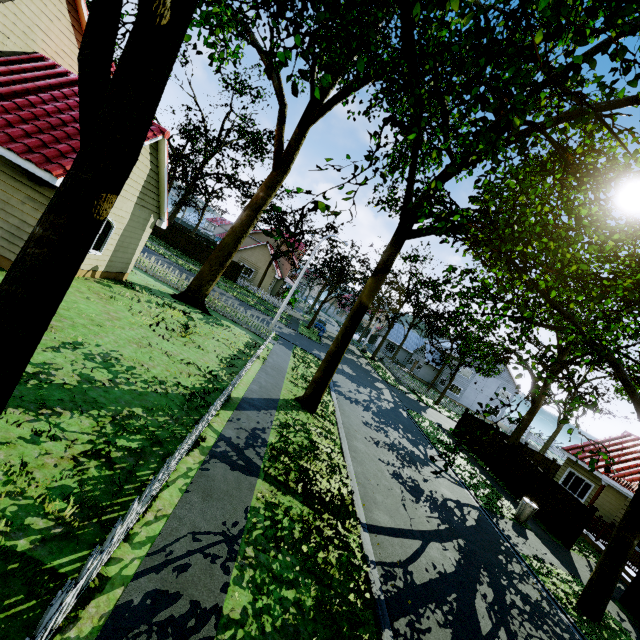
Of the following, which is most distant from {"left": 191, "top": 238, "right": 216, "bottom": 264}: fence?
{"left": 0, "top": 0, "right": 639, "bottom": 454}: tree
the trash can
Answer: the trash can

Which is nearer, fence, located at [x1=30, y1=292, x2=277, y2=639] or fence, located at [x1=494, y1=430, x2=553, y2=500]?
fence, located at [x1=30, y1=292, x2=277, y2=639]

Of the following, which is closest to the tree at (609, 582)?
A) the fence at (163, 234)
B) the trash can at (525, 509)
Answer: the fence at (163, 234)

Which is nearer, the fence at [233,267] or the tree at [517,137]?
the tree at [517,137]

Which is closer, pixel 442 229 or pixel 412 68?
pixel 442 229

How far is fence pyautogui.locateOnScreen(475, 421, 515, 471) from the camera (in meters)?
20.20
